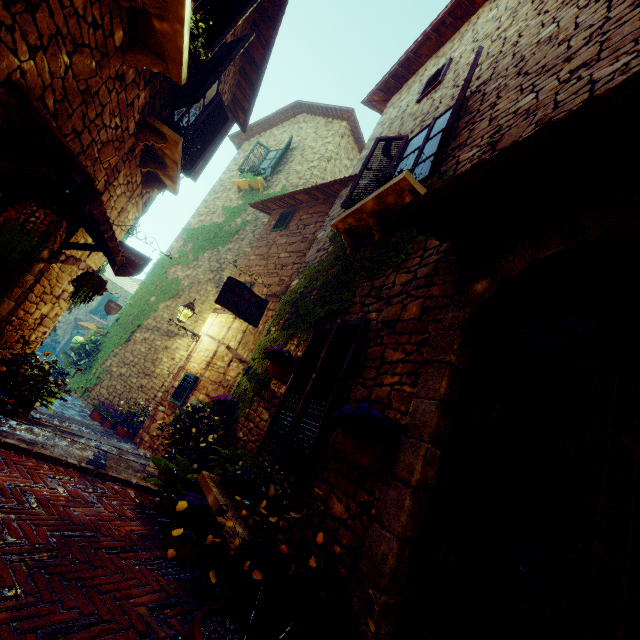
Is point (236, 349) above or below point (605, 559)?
above

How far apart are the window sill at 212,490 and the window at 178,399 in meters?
3.7 m

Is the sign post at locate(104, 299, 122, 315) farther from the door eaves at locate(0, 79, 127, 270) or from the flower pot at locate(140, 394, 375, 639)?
the flower pot at locate(140, 394, 375, 639)

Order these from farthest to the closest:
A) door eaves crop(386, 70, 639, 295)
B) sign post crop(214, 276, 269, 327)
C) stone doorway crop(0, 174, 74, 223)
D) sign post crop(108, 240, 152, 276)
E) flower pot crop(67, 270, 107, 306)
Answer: sign post crop(214, 276, 269, 327) < sign post crop(108, 240, 152, 276) < flower pot crop(67, 270, 107, 306) < stone doorway crop(0, 174, 74, 223) < door eaves crop(386, 70, 639, 295)

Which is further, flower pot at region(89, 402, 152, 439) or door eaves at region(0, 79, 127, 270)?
flower pot at region(89, 402, 152, 439)

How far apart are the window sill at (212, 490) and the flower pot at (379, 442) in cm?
85

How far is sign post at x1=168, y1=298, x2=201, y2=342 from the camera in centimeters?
762cm

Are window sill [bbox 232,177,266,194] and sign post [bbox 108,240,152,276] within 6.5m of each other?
no
